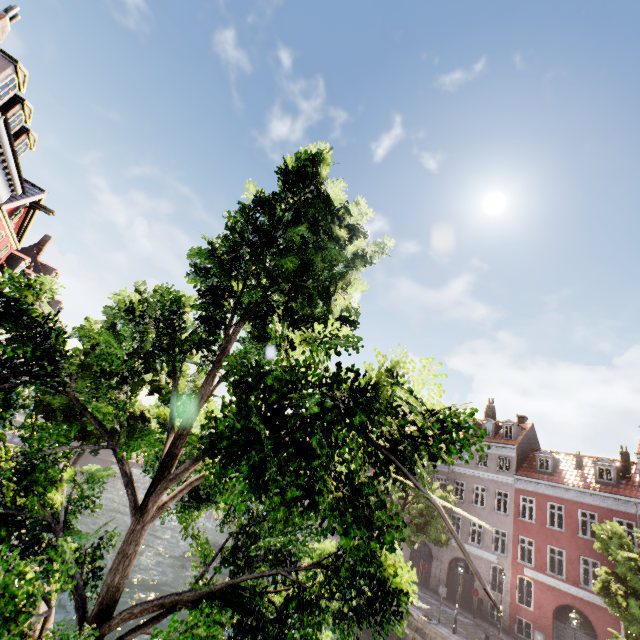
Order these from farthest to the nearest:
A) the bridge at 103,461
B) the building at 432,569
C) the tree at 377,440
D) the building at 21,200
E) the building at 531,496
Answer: the bridge at 103,461 < the building at 432,569 < the building at 531,496 < the building at 21,200 < the tree at 377,440

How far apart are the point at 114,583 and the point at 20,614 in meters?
2.3 m

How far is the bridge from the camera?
37.5 meters

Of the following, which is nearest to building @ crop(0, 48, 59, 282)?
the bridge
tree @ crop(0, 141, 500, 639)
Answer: tree @ crop(0, 141, 500, 639)

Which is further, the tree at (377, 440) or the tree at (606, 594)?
the tree at (606, 594)

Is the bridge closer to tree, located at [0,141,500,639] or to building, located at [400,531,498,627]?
tree, located at [0,141,500,639]

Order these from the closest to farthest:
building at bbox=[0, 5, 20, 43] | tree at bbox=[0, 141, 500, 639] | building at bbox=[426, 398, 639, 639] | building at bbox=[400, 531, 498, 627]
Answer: tree at bbox=[0, 141, 500, 639] → building at bbox=[0, 5, 20, 43] → building at bbox=[426, 398, 639, 639] → building at bbox=[400, 531, 498, 627]
